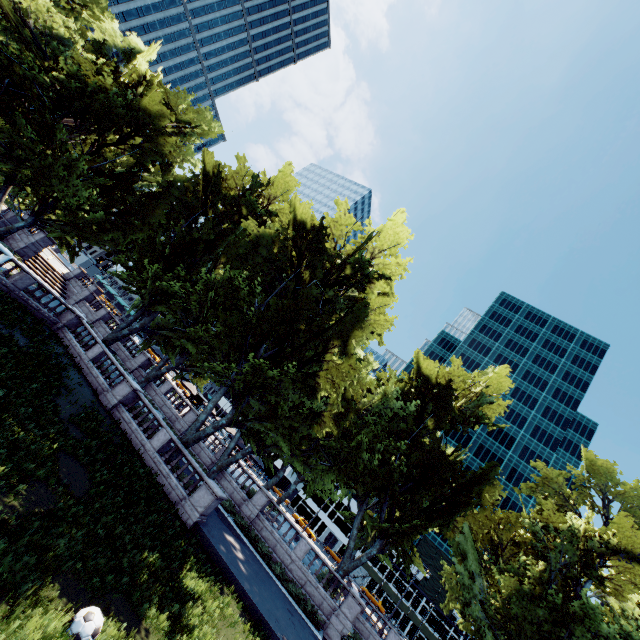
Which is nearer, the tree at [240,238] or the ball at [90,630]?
the ball at [90,630]

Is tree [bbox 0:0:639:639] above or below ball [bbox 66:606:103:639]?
above

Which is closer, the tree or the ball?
the ball

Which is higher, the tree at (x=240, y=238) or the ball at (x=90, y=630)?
the tree at (x=240, y=238)

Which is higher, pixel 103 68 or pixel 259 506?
pixel 103 68
